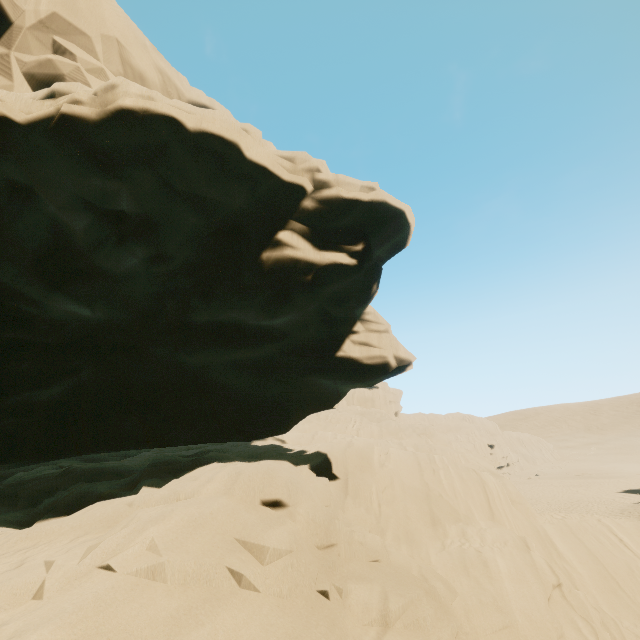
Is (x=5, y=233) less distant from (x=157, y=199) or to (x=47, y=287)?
(x=47, y=287)
